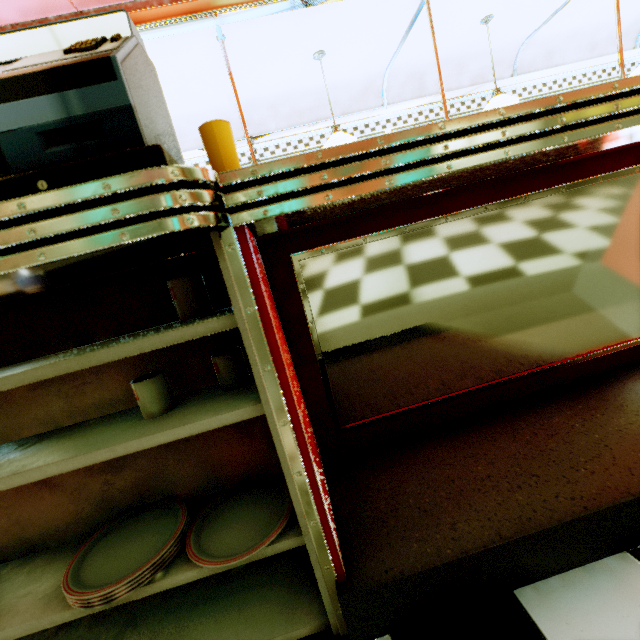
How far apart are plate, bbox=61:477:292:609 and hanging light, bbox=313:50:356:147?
3.56m

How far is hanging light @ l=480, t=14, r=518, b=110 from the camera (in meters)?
3.65

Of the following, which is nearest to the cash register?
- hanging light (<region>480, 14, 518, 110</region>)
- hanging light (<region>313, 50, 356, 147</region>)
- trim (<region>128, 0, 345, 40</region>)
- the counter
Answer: the counter

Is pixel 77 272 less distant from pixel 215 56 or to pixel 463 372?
pixel 463 372

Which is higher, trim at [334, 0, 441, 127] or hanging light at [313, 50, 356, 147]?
trim at [334, 0, 441, 127]

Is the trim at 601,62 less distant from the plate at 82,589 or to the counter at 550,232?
the counter at 550,232

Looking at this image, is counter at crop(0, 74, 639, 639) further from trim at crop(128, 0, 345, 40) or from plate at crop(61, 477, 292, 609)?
trim at crop(128, 0, 345, 40)

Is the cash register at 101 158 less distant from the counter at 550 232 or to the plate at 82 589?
the counter at 550 232
